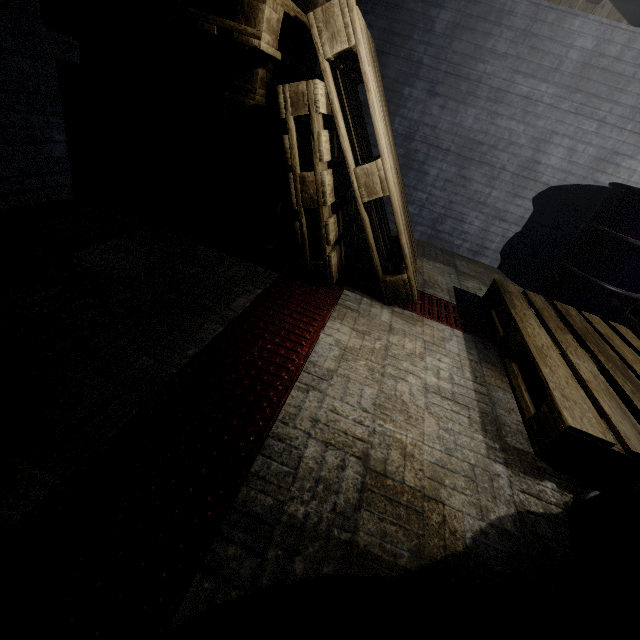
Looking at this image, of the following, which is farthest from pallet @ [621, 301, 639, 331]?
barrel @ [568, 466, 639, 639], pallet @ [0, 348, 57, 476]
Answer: pallet @ [0, 348, 57, 476]

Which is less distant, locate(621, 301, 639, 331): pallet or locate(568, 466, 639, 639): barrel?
locate(568, 466, 639, 639): barrel

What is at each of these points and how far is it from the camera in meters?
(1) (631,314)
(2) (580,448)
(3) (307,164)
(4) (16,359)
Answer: (1) pallet, 3.0
(2) pallet, 1.2
(3) pallet, 2.4
(4) pallet, 0.8

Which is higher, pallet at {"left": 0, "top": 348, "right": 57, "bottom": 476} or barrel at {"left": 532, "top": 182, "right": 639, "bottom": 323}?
barrel at {"left": 532, "top": 182, "right": 639, "bottom": 323}

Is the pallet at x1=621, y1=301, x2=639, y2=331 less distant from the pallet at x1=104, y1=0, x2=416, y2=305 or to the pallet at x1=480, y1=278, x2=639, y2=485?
the pallet at x1=480, y1=278, x2=639, y2=485

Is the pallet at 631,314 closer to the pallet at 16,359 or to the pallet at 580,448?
the pallet at 580,448

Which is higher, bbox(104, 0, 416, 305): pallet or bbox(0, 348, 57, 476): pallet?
bbox(104, 0, 416, 305): pallet

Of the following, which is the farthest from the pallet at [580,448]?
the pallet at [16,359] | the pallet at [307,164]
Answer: the pallet at [16,359]
